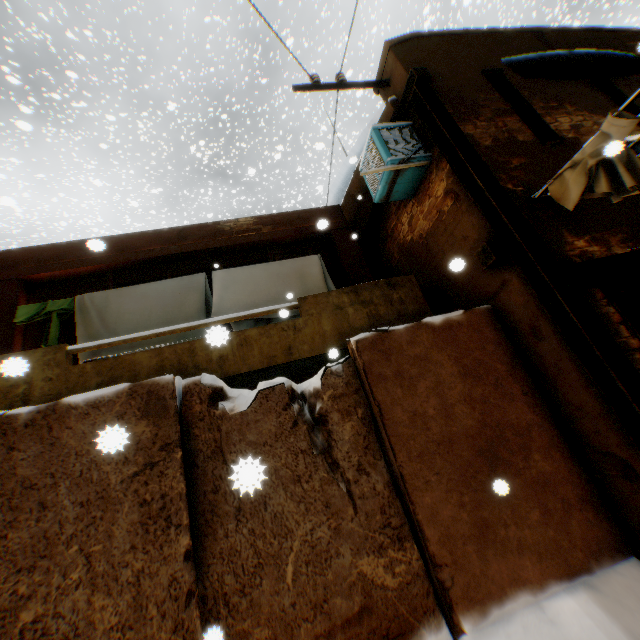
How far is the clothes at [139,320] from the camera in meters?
5.1 m

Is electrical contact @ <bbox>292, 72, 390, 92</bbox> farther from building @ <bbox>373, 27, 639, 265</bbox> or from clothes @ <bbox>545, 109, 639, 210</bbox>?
clothes @ <bbox>545, 109, 639, 210</bbox>

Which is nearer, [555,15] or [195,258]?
[195,258]

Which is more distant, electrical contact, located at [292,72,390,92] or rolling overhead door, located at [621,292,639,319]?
electrical contact, located at [292,72,390,92]

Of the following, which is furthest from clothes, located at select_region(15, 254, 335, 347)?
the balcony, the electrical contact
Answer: the electrical contact

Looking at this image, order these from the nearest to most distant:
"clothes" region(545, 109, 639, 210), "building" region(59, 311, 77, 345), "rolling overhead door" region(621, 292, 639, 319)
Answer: "clothes" region(545, 109, 639, 210) < "rolling overhead door" region(621, 292, 639, 319) < "building" region(59, 311, 77, 345)

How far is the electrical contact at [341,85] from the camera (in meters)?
5.20

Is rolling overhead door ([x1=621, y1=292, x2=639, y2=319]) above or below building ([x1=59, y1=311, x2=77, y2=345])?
below
